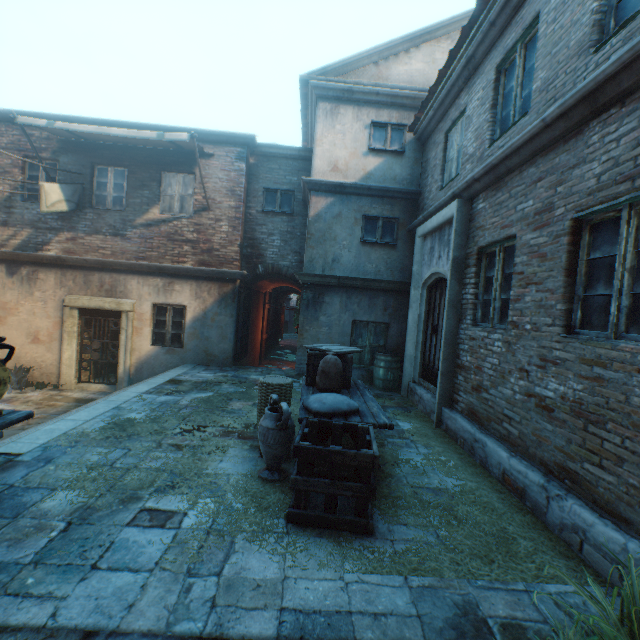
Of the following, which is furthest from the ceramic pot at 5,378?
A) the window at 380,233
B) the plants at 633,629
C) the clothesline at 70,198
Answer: the window at 380,233

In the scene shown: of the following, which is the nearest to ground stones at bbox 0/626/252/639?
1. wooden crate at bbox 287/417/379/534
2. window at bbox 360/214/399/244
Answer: wooden crate at bbox 287/417/379/534

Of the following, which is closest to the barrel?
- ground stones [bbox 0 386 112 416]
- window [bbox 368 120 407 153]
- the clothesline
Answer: window [bbox 368 120 407 153]

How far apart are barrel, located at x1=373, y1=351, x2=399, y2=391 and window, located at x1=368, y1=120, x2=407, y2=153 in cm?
545

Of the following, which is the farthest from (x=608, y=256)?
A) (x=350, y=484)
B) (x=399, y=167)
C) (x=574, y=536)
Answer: (x=399, y=167)

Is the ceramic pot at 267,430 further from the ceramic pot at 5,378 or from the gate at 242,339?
the gate at 242,339

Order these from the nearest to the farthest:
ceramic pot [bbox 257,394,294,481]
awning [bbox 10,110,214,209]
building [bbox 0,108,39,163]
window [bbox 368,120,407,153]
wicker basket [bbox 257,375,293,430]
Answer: ceramic pot [bbox 257,394,294,481] → wicker basket [bbox 257,375,293,430] → awning [bbox 10,110,214,209] → window [bbox 368,120,407,153] → building [bbox 0,108,39,163]

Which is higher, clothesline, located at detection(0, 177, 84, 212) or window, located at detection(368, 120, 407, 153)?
window, located at detection(368, 120, 407, 153)
